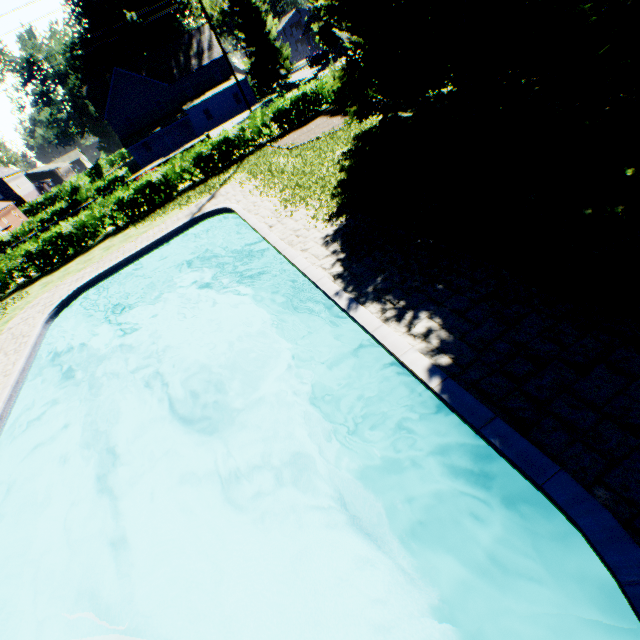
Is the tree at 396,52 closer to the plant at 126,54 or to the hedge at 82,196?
the hedge at 82,196

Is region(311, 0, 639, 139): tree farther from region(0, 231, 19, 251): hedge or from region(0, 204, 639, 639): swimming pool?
region(0, 204, 639, 639): swimming pool

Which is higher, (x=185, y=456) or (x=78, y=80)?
(x=78, y=80)

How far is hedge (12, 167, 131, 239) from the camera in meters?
33.2 m

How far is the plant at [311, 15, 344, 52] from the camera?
52.2 meters

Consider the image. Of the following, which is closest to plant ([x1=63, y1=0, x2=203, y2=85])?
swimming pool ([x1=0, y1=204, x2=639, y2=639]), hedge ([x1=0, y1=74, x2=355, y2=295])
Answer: hedge ([x1=0, y1=74, x2=355, y2=295])

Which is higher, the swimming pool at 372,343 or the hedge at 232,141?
the hedge at 232,141
